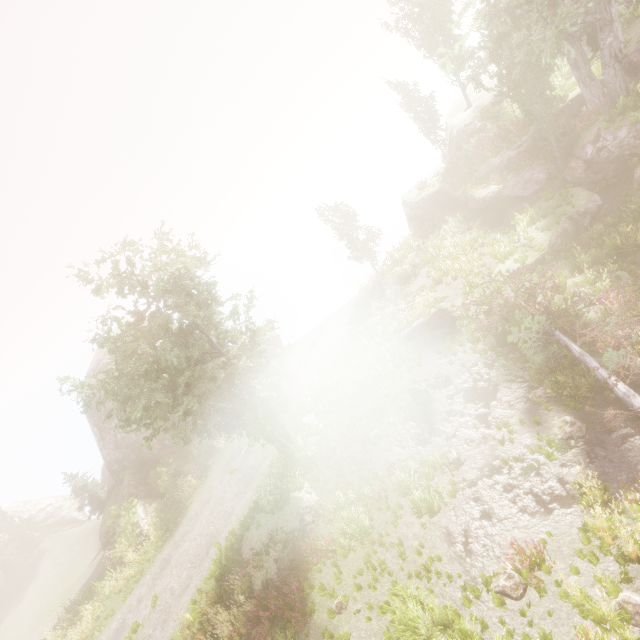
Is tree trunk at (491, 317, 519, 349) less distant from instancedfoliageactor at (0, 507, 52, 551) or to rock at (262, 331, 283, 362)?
instancedfoliageactor at (0, 507, 52, 551)

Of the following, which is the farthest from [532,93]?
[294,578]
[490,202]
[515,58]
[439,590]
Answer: [294,578]

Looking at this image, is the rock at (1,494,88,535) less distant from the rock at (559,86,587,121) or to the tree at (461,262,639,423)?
the tree at (461,262,639,423)

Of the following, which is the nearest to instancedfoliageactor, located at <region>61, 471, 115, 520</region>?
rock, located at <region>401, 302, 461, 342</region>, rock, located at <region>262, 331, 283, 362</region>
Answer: rock, located at <region>262, 331, 283, 362</region>

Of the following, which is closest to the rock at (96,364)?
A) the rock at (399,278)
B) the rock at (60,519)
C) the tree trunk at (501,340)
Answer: the rock at (60,519)

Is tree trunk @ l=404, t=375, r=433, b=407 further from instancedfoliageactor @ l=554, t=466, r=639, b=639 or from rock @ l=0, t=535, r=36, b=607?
rock @ l=0, t=535, r=36, b=607

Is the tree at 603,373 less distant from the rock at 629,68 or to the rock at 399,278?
the rock at 629,68

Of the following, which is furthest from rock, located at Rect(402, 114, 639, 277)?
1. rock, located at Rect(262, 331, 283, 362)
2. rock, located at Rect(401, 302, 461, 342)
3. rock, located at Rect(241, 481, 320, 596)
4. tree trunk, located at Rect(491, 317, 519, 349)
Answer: rock, located at Rect(262, 331, 283, 362)
